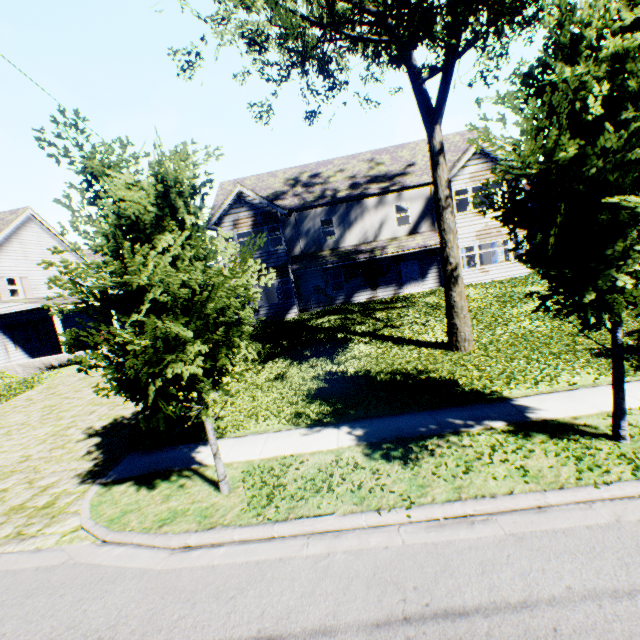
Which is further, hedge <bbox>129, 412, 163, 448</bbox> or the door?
the door

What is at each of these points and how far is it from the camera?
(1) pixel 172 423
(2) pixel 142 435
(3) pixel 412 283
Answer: (1) hedge, 9.3m
(2) hedge, 8.5m
(3) door, 21.9m

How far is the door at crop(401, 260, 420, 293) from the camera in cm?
2169

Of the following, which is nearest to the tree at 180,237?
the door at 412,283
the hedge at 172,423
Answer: the hedge at 172,423

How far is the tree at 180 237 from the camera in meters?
4.3

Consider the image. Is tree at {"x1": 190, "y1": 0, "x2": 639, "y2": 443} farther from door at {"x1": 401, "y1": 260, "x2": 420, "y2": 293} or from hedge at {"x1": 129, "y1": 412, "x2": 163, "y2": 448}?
door at {"x1": 401, "y1": 260, "x2": 420, "y2": 293}
